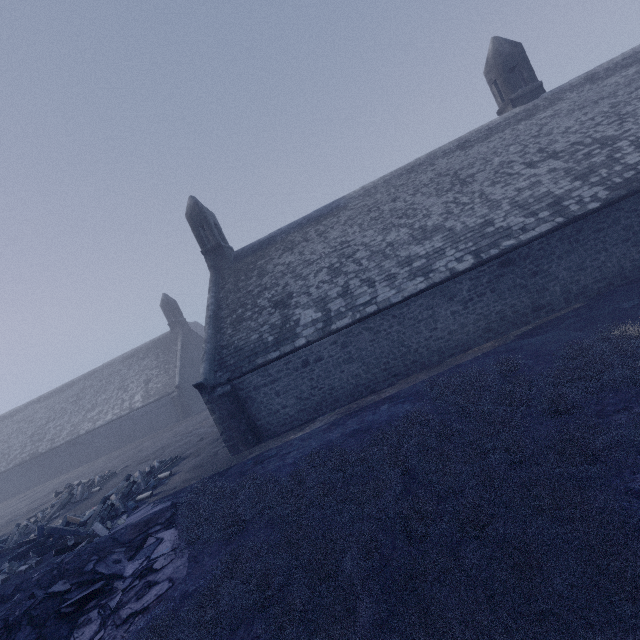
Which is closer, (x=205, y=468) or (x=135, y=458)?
(x=205, y=468)
